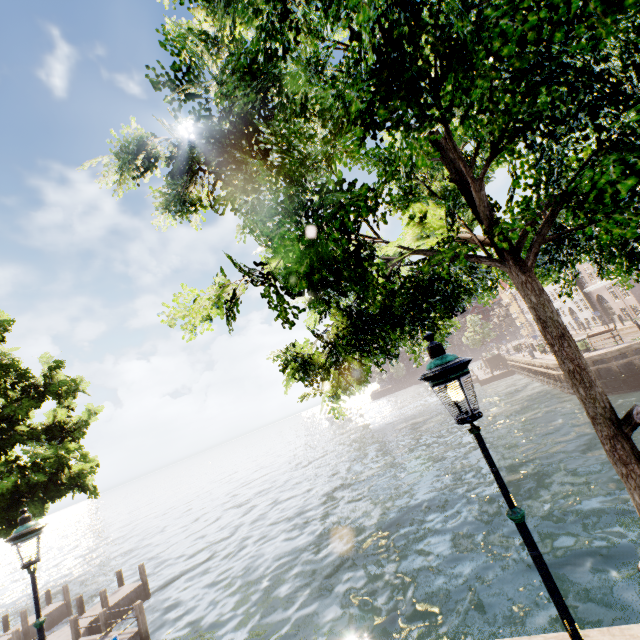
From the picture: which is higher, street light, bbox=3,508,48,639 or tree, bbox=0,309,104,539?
tree, bbox=0,309,104,539

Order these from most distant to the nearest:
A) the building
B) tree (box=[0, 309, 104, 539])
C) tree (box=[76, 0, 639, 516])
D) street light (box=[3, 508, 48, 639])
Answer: the building → tree (box=[0, 309, 104, 539]) → street light (box=[3, 508, 48, 639]) → tree (box=[76, 0, 639, 516])

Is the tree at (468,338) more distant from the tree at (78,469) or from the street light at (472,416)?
the street light at (472,416)

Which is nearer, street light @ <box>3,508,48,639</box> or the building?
street light @ <box>3,508,48,639</box>

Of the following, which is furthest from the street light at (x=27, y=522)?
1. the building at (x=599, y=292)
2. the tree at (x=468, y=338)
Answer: the tree at (x=468, y=338)

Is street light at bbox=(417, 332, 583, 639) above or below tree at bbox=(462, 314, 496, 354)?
below

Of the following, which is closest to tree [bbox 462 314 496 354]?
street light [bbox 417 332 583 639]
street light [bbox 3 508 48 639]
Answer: street light [bbox 417 332 583 639]

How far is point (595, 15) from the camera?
2.09m
